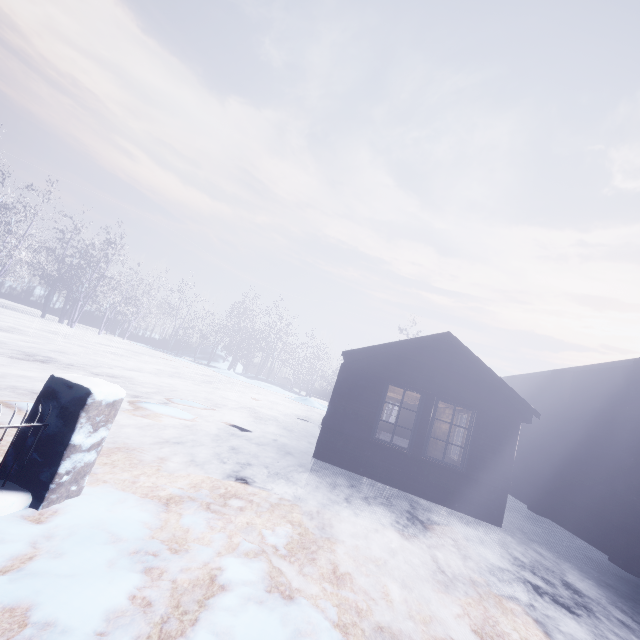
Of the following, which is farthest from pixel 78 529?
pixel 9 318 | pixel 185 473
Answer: pixel 9 318
